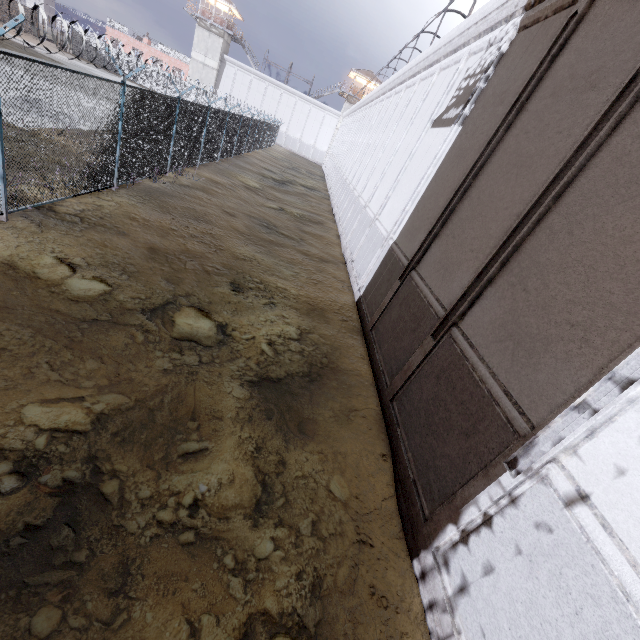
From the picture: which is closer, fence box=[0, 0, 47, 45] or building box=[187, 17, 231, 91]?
fence box=[0, 0, 47, 45]

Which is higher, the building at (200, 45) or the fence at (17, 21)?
the building at (200, 45)

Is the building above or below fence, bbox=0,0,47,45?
above

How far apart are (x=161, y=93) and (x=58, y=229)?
6.65m

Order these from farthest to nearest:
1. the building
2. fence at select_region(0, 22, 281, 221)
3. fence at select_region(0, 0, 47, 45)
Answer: the building
fence at select_region(0, 22, 281, 221)
fence at select_region(0, 0, 47, 45)

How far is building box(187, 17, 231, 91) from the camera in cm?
4681
